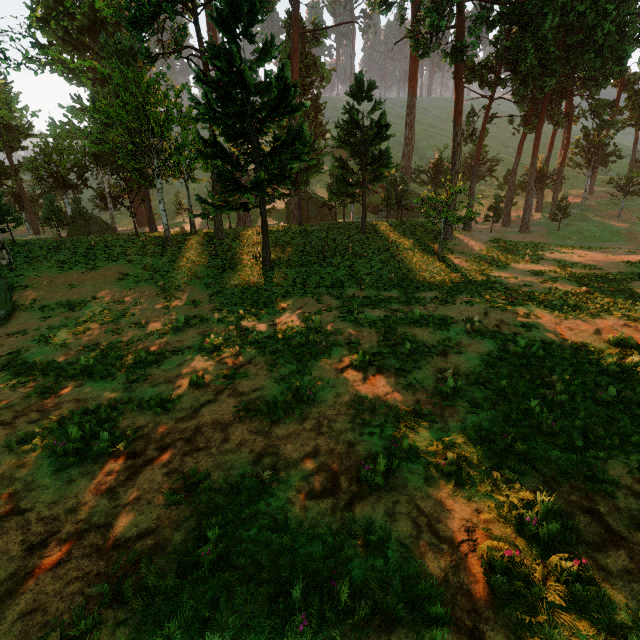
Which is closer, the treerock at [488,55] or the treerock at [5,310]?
the treerock at [5,310]

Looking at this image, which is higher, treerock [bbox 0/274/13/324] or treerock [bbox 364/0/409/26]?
treerock [bbox 364/0/409/26]

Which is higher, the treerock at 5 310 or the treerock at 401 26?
the treerock at 401 26

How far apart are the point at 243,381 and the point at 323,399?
2.6m

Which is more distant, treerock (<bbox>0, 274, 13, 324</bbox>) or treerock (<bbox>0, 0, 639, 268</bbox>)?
treerock (<bbox>0, 0, 639, 268</bbox>)

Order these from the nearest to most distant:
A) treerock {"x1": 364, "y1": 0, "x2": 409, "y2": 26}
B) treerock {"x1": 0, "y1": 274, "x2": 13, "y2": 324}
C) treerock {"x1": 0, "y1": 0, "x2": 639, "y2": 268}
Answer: treerock {"x1": 0, "y1": 274, "x2": 13, "y2": 324}
treerock {"x1": 0, "y1": 0, "x2": 639, "y2": 268}
treerock {"x1": 364, "y1": 0, "x2": 409, "y2": 26}
